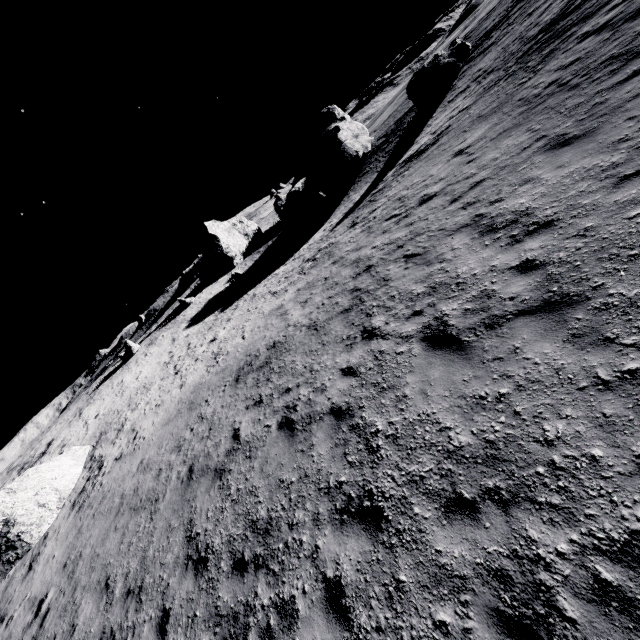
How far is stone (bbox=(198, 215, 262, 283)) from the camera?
46.66m

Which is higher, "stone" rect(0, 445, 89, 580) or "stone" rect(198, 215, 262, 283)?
"stone" rect(198, 215, 262, 283)

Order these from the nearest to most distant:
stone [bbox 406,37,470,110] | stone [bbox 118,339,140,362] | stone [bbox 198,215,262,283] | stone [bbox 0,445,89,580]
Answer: stone [bbox 0,445,89,580], stone [bbox 406,37,470,110], stone [bbox 118,339,140,362], stone [bbox 198,215,262,283]

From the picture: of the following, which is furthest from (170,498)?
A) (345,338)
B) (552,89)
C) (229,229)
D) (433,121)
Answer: (229,229)

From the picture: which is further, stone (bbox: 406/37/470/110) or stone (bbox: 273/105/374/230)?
stone (bbox: 273/105/374/230)

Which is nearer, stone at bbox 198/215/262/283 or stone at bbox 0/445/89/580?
stone at bbox 0/445/89/580

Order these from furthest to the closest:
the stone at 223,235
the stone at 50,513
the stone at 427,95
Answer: the stone at 223,235 → the stone at 427,95 → the stone at 50,513

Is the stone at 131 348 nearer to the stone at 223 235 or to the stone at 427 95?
the stone at 223 235
